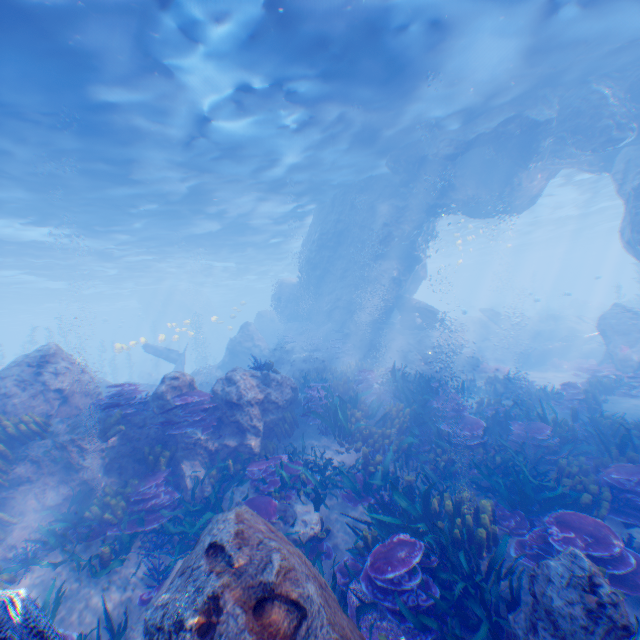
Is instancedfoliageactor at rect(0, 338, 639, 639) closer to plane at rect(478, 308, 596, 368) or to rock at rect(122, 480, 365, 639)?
rock at rect(122, 480, 365, 639)

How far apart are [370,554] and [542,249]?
67.49m

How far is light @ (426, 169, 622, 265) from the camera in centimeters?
2653cm

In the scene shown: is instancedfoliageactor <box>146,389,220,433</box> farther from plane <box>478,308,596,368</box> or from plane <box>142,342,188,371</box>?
plane <box>478,308,596,368</box>

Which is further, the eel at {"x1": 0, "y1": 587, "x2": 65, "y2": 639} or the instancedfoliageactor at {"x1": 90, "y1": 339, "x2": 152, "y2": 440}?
the instancedfoliageactor at {"x1": 90, "y1": 339, "x2": 152, "y2": 440}

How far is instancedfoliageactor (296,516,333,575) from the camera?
5.59m

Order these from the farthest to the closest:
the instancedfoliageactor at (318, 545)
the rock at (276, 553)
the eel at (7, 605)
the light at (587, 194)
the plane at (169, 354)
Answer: the light at (587, 194) < the plane at (169, 354) < the instancedfoliageactor at (318, 545) < the rock at (276, 553) < the eel at (7, 605)

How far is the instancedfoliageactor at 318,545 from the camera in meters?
5.6 m
